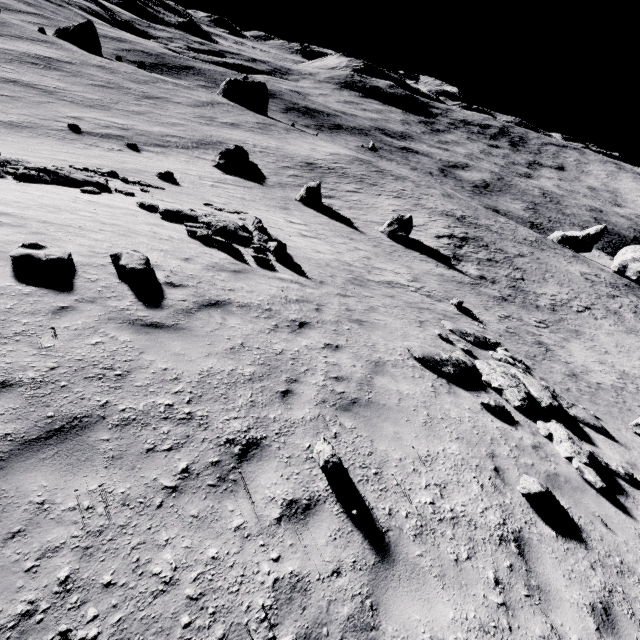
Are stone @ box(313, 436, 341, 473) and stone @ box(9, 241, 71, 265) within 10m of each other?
yes

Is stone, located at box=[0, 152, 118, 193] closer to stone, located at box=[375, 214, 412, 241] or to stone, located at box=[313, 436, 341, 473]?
stone, located at box=[313, 436, 341, 473]

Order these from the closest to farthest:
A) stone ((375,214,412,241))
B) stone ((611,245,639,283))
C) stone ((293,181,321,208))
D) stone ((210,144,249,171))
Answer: stone ((375,214,412,241)) → stone ((293,181,321,208)) → stone ((210,144,249,171)) → stone ((611,245,639,283))

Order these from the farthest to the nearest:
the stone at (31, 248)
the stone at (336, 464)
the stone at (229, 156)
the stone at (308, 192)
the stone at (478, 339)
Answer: the stone at (229, 156)
the stone at (308, 192)
the stone at (478, 339)
the stone at (31, 248)
the stone at (336, 464)

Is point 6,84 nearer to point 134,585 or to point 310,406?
point 310,406

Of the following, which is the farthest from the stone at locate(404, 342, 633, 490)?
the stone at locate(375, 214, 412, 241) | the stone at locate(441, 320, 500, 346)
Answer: the stone at locate(375, 214, 412, 241)

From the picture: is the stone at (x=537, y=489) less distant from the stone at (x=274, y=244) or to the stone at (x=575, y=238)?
the stone at (x=274, y=244)

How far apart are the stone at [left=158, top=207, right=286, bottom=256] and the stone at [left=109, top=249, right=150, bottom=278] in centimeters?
515cm
